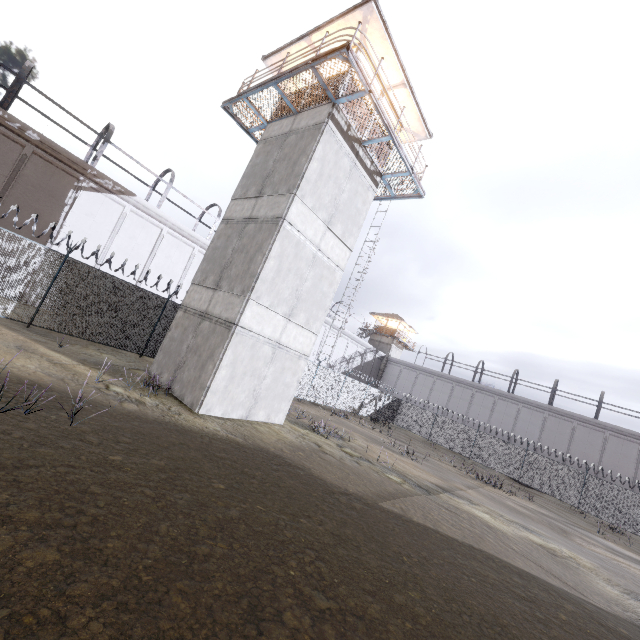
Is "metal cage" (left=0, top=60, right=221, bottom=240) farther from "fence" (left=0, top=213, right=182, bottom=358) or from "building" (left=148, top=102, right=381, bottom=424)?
"building" (left=148, top=102, right=381, bottom=424)

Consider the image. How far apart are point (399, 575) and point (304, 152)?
12.37m

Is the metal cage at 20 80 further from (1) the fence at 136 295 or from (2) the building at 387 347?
(1) the fence at 136 295

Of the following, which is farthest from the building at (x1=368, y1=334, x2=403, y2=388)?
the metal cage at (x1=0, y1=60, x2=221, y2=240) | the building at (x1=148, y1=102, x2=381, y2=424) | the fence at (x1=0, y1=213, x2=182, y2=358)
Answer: the building at (x1=148, y1=102, x2=381, y2=424)

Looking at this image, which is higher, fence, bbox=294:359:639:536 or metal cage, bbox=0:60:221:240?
metal cage, bbox=0:60:221:240

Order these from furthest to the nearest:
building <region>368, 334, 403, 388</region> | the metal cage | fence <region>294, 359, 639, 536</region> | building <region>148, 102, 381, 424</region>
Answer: building <region>368, 334, 403, 388</region>
fence <region>294, 359, 639, 536</region>
the metal cage
building <region>148, 102, 381, 424</region>

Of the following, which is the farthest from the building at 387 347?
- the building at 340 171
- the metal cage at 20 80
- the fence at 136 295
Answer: the building at 340 171
